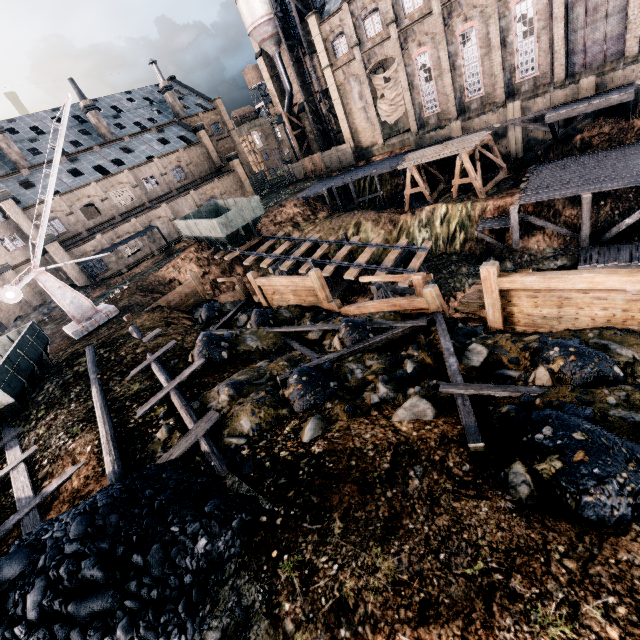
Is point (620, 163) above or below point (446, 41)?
below

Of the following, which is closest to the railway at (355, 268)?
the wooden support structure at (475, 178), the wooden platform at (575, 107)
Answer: the wooden support structure at (475, 178)

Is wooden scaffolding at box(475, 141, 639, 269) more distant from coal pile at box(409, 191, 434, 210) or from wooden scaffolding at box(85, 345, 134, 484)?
wooden scaffolding at box(85, 345, 134, 484)

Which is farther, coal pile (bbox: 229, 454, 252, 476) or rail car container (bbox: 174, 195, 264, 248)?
rail car container (bbox: 174, 195, 264, 248)

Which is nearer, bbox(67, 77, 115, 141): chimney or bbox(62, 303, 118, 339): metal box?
bbox(62, 303, 118, 339): metal box

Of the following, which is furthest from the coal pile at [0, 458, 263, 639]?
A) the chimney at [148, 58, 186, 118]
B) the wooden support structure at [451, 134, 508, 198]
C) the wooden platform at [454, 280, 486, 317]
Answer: the chimney at [148, 58, 186, 118]

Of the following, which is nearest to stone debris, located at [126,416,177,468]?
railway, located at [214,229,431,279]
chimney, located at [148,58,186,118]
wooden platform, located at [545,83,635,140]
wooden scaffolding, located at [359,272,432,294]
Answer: wooden scaffolding, located at [359,272,432,294]

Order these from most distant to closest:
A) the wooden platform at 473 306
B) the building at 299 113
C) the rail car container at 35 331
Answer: the building at 299 113 → the rail car container at 35 331 → the wooden platform at 473 306
